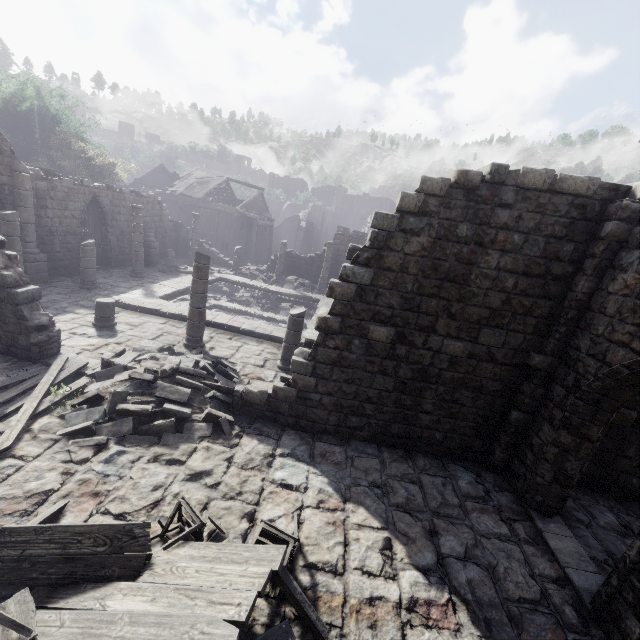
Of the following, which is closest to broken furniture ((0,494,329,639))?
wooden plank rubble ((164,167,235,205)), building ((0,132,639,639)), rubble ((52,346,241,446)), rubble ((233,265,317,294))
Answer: building ((0,132,639,639))

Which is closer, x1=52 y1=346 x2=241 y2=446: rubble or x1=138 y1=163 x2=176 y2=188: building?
x1=52 y1=346 x2=241 y2=446: rubble

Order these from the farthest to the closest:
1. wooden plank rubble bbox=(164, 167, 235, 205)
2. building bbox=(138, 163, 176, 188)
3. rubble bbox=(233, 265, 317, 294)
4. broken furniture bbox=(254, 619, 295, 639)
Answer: building bbox=(138, 163, 176, 188) < wooden plank rubble bbox=(164, 167, 235, 205) < rubble bbox=(233, 265, 317, 294) < broken furniture bbox=(254, 619, 295, 639)

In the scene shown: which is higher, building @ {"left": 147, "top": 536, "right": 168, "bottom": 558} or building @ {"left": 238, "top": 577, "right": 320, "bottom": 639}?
building @ {"left": 147, "top": 536, "right": 168, "bottom": 558}

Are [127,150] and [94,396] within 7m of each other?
no

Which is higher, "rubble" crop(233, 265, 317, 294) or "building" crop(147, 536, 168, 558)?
"rubble" crop(233, 265, 317, 294)

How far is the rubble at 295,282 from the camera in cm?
2371

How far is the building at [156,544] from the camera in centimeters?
479cm
